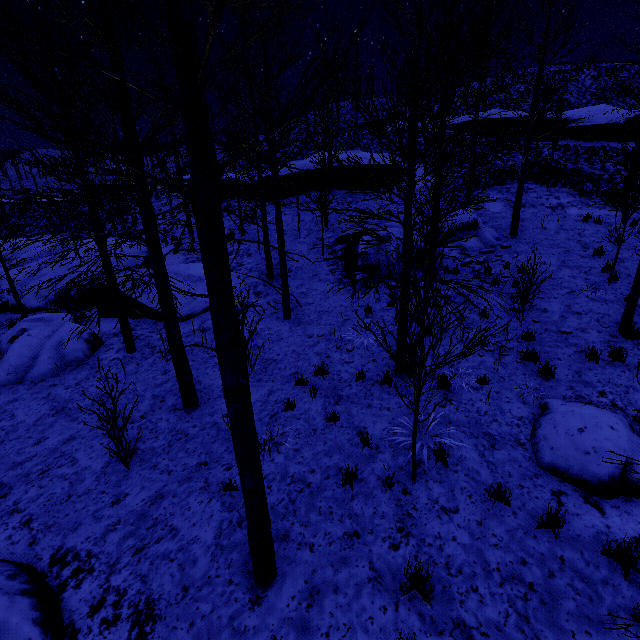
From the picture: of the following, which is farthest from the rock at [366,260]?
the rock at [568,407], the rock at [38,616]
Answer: the rock at [38,616]

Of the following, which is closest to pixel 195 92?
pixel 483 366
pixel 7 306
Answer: pixel 483 366

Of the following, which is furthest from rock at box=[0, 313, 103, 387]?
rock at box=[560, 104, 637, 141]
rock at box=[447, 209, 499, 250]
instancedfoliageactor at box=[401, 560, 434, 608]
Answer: rock at box=[560, 104, 637, 141]

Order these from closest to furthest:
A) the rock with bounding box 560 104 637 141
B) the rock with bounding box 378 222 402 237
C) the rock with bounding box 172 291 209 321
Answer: the rock with bounding box 172 291 209 321 → the rock with bounding box 378 222 402 237 → the rock with bounding box 560 104 637 141

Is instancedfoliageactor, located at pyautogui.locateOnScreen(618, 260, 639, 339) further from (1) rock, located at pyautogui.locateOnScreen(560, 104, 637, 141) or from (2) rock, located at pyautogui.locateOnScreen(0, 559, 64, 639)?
(1) rock, located at pyautogui.locateOnScreen(560, 104, 637, 141)

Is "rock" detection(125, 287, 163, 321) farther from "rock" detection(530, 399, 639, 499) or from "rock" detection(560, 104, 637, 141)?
"rock" detection(560, 104, 637, 141)

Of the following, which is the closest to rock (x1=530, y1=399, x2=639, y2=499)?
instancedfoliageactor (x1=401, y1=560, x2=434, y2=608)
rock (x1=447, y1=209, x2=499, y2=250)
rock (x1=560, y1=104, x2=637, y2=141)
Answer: instancedfoliageactor (x1=401, y1=560, x2=434, y2=608)

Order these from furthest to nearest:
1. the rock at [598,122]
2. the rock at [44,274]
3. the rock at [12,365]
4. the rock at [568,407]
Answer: the rock at [598,122] → the rock at [44,274] → the rock at [12,365] → the rock at [568,407]
